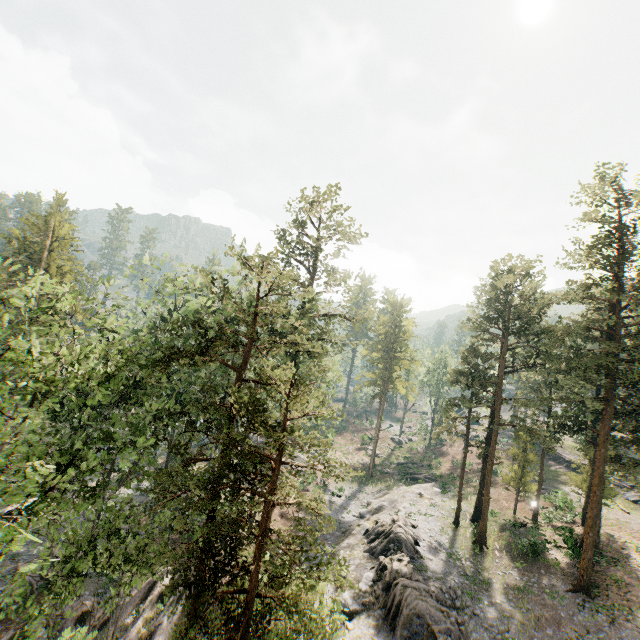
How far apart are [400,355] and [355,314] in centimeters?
1860cm

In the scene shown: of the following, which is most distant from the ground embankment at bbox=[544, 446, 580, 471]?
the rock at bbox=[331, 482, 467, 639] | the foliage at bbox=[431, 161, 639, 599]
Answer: the rock at bbox=[331, 482, 467, 639]

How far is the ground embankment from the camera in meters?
45.5 m

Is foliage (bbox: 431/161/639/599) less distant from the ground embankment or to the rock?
the rock

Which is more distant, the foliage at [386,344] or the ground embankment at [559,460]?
the foliage at [386,344]

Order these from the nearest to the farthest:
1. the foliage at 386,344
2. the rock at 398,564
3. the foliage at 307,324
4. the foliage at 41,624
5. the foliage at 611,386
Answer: the foliage at 41,624, the foliage at 307,324, the rock at 398,564, the foliage at 611,386, the foliage at 386,344

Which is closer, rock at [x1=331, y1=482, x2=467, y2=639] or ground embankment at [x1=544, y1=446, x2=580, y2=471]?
rock at [x1=331, y1=482, x2=467, y2=639]
